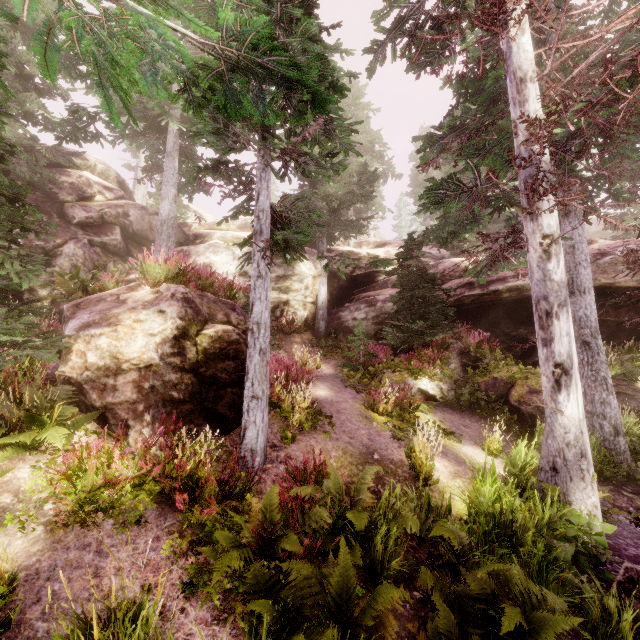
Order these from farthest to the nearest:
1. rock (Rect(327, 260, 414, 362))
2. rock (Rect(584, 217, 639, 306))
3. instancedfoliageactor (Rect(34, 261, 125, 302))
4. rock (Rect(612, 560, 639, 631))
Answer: rock (Rect(327, 260, 414, 362))
rock (Rect(584, 217, 639, 306))
instancedfoliageactor (Rect(34, 261, 125, 302))
rock (Rect(612, 560, 639, 631))

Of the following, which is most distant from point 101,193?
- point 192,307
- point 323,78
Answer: point 323,78

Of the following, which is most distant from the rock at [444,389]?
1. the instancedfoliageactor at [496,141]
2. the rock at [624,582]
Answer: the rock at [624,582]

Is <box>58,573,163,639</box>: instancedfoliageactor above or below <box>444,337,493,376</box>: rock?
below

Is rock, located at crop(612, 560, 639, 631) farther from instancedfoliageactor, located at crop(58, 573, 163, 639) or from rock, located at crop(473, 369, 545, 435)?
rock, located at crop(473, 369, 545, 435)

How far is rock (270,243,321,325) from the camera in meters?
18.1

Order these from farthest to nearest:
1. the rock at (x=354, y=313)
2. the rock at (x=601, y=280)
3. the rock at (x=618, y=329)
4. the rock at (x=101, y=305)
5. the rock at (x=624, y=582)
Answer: the rock at (x=354, y=313)
the rock at (x=618, y=329)
the rock at (x=601, y=280)
the rock at (x=101, y=305)
the rock at (x=624, y=582)
